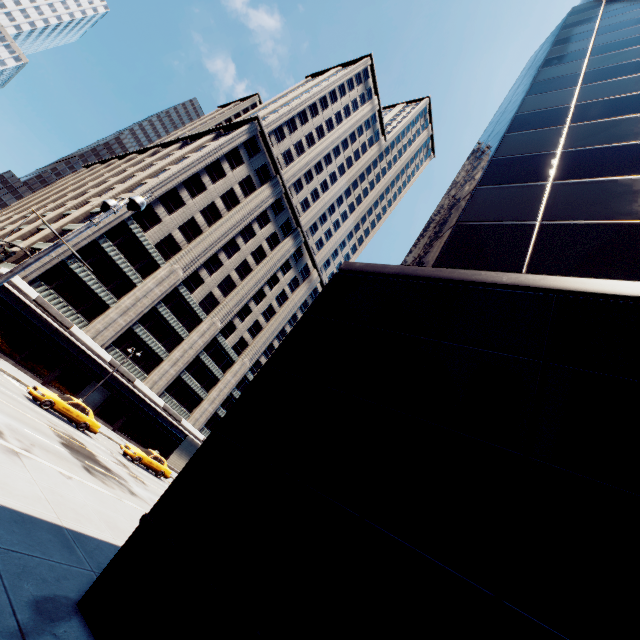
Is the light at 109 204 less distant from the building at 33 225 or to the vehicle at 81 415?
the vehicle at 81 415

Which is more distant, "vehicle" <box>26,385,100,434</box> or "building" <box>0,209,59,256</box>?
"building" <box>0,209,59,256</box>

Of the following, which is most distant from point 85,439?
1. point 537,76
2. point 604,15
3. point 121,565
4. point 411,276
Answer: point 604,15

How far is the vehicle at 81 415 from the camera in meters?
20.5 m

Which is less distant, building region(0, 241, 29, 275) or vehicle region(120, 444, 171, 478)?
vehicle region(120, 444, 171, 478)

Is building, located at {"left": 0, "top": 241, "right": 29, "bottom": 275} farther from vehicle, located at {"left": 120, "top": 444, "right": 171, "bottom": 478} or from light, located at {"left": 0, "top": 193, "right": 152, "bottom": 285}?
light, located at {"left": 0, "top": 193, "right": 152, "bottom": 285}

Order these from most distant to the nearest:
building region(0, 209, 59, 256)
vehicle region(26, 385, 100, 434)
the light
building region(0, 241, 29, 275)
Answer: building region(0, 209, 59, 256), building region(0, 241, 29, 275), vehicle region(26, 385, 100, 434), the light

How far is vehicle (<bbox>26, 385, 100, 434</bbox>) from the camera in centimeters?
2053cm
